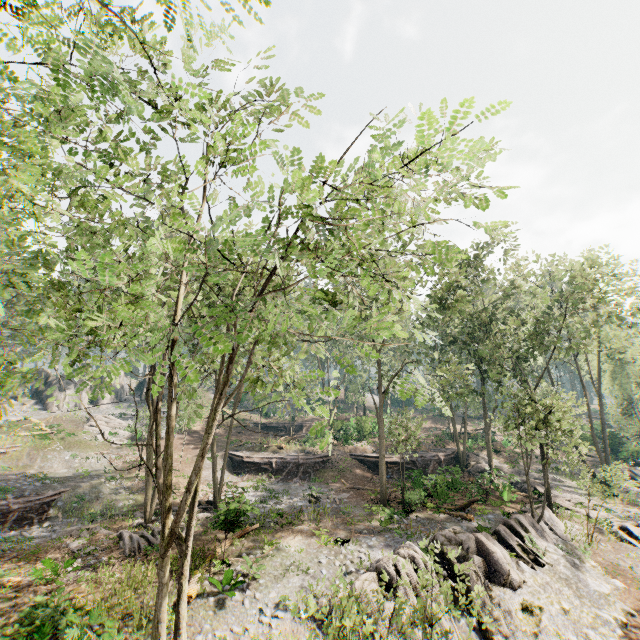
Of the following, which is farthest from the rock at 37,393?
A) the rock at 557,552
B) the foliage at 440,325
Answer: the rock at 557,552

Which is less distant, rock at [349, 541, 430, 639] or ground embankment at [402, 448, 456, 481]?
rock at [349, 541, 430, 639]

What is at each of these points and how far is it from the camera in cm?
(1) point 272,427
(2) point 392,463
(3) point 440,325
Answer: (1) ground embankment, 4553
(2) ground embankment, 3175
(3) foliage, 3012

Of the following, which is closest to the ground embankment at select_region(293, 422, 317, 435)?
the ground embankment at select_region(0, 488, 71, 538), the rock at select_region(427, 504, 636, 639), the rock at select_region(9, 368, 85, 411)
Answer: the rock at select_region(9, 368, 85, 411)

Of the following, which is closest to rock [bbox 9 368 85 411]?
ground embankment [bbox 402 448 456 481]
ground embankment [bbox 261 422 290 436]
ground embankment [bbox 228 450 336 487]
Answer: ground embankment [bbox 261 422 290 436]

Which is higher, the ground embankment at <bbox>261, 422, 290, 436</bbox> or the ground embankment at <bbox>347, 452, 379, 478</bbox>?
the ground embankment at <bbox>261, 422, 290, 436</bbox>

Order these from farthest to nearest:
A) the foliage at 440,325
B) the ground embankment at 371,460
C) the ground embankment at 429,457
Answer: the ground embankment at 371,460 → the ground embankment at 429,457 → the foliage at 440,325

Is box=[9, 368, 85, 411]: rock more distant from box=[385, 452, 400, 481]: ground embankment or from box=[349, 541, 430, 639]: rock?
box=[349, 541, 430, 639]: rock
